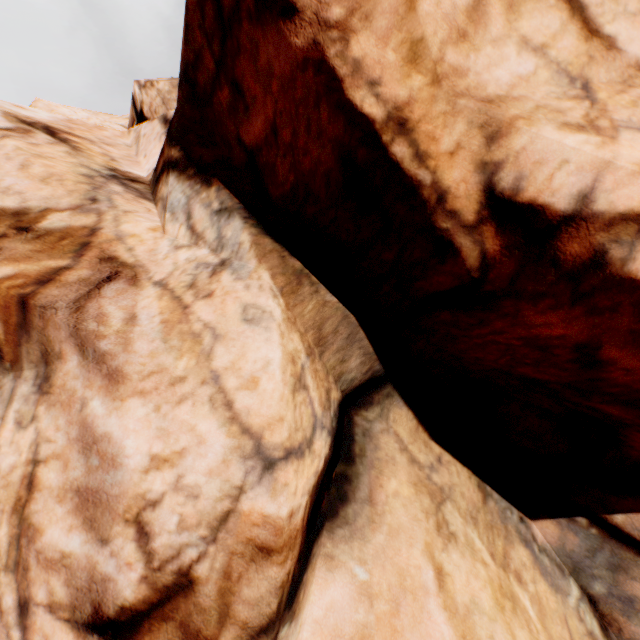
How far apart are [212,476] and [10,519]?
2.34m
